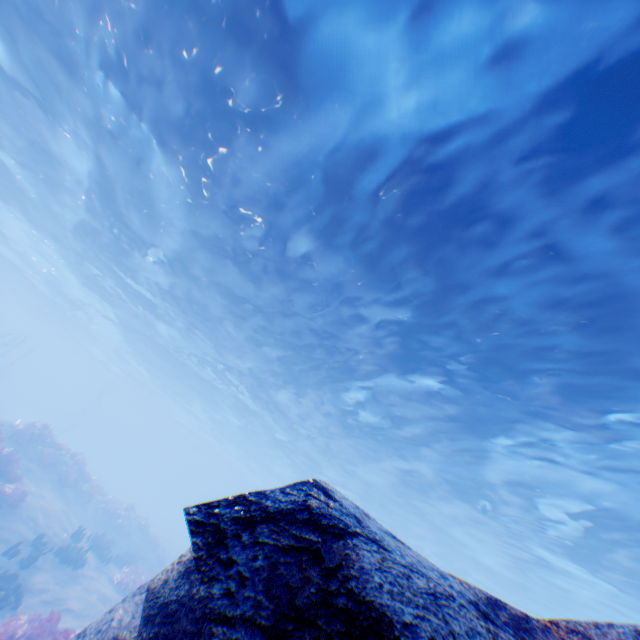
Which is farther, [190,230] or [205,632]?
[190,230]

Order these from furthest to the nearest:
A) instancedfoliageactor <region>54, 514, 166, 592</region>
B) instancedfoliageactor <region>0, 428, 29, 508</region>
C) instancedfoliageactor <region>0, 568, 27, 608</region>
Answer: instancedfoliageactor <region>54, 514, 166, 592</region> < instancedfoliageactor <region>0, 428, 29, 508</region> < instancedfoliageactor <region>0, 568, 27, 608</region>

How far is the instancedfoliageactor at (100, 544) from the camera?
14.6 meters

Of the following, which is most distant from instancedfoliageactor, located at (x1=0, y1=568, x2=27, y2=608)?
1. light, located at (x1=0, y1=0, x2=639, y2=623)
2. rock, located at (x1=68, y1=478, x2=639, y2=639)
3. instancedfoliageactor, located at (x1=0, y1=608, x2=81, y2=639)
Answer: light, located at (x1=0, y1=0, x2=639, y2=623)

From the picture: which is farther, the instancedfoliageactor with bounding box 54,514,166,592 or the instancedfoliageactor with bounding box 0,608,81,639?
the instancedfoliageactor with bounding box 54,514,166,592

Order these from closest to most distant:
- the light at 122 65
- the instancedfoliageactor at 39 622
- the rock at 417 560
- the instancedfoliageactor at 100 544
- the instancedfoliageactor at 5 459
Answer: the rock at 417 560, the light at 122 65, the instancedfoliageactor at 39 622, the instancedfoliageactor at 5 459, the instancedfoliageactor at 100 544

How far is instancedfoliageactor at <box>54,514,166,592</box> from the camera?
14.6 meters
